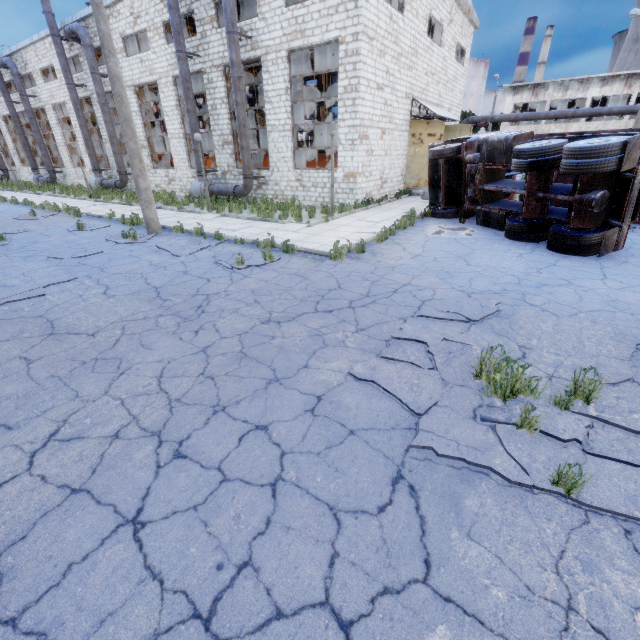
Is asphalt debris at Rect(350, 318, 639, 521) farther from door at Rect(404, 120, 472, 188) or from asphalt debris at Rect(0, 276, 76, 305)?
door at Rect(404, 120, 472, 188)

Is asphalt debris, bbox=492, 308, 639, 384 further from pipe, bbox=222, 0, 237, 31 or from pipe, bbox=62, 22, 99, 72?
pipe, bbox=62, 22, 99, 72

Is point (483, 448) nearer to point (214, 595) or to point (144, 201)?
point (214, 595)

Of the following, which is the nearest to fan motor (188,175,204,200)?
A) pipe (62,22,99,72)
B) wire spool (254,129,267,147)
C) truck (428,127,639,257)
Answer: pipe (62,22,99,72)

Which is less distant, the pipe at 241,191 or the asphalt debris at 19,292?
the asphalt debris at 19,292

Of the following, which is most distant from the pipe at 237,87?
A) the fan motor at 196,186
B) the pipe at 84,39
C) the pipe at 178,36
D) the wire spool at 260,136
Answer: the wire spool at 260,136

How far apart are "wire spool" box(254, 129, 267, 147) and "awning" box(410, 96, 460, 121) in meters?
16.2

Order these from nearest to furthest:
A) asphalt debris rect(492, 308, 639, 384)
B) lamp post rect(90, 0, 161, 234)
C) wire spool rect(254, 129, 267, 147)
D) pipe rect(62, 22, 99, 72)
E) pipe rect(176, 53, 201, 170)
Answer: asphalt debris rect(492, 308, 639, 384), lamp post rect(90, 0, 161, 234), pipe rect(176, 53, 201, 170), pipe rect(62, 22, 99, 72), wire spool rect(254, 129, 267, 147)
